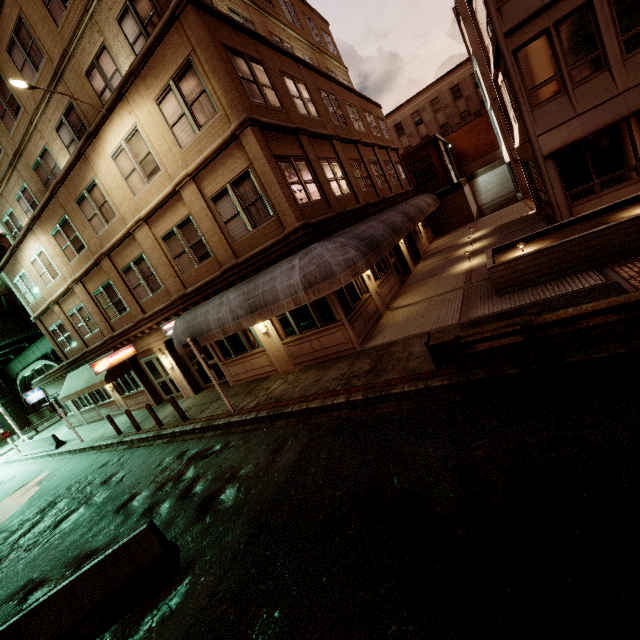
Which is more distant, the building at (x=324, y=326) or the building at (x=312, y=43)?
the building at (x=324, y=326)

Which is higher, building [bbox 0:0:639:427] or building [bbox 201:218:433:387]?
building [bbox 0:0:639:427]

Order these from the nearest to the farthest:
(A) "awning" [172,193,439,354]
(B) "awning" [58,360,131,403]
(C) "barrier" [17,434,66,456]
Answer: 1. (A) "awning" [172,193,439,354]
2. (B) "awning" [58,360,131,403]
3. (C) "barrier" [17,434,66,456]

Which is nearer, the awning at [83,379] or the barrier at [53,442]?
the awning at [83,379]

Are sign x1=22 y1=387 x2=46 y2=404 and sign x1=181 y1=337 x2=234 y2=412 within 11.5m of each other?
no

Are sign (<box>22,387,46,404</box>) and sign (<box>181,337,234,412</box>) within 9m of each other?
no

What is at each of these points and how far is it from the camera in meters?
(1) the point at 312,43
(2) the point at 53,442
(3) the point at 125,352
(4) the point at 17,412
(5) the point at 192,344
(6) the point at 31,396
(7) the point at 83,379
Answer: (1) building, 20.1 m
(2) barrier, 21.2 m
(3) sign, 16.9 m
(4) building, 42.2 m
(5) sign, 11.1 m
(6) sign, 24.7 m
(7) awning, 19.2 m

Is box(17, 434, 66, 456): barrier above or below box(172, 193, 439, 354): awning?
below
